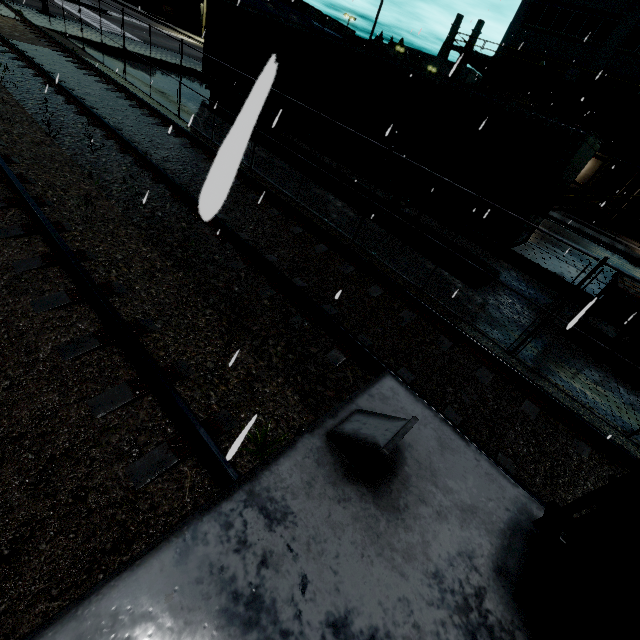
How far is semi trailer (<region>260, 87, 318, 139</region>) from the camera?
11.2 meters

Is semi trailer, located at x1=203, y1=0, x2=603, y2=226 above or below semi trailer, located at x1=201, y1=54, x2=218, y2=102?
above

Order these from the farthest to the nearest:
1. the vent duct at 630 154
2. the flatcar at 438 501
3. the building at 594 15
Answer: the vent duct at 630 154
the building at 594 15
the flatcar at 438 501

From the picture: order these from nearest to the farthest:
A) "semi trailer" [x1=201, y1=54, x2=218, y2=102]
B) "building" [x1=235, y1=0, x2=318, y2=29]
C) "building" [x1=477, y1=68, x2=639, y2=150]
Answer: "semi trailer" [x1=201, y1=54, x2=218, y2=102] < "building" [x1=477, y1=68, x2=639, y2=150] < "building" [x1=235, y1=0, x2=318, y2=29]

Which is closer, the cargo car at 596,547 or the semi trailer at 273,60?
the cargo car at 596,547

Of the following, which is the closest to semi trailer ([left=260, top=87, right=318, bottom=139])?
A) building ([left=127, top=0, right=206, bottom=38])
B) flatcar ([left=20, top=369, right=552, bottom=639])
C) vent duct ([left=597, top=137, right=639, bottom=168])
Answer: building ([left=127, top=0, right=206, bottom=38])

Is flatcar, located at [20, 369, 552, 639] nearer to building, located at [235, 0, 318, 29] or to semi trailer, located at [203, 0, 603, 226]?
building, located at [235, 0, 318, 29]

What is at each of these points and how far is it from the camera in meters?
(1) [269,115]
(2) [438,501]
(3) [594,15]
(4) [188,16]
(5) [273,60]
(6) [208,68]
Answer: (1) semi trailer, 14.9
(2) flatcar, 1.6
(3) building, 25.5
(4) building, 45.9
(5) semi trailer, 0.4
(6) semi trailer, 14.3
